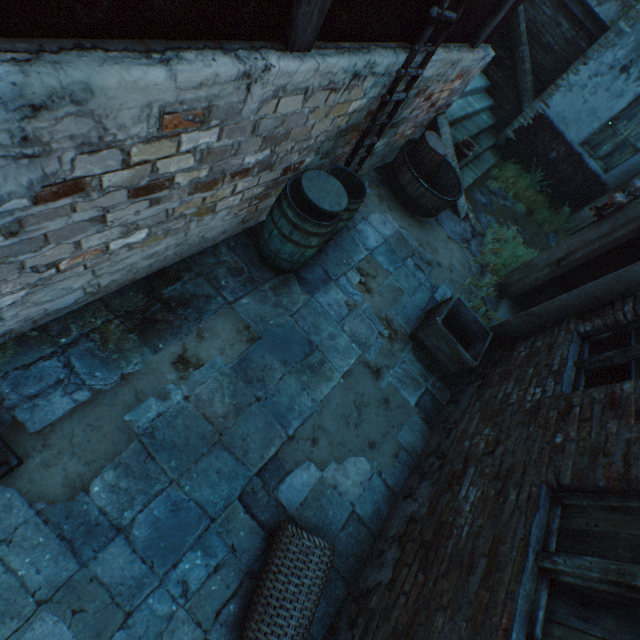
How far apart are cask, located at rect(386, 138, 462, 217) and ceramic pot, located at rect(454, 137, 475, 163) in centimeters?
56cm

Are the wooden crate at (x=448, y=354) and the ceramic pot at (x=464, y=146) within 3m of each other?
no

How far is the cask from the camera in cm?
539

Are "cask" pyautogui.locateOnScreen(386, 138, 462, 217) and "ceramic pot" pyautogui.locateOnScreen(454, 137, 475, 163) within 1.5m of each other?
yes

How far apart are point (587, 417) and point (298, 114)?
3.36m

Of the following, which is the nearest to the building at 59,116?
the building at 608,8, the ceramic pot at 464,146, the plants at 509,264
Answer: the plants at 509,264

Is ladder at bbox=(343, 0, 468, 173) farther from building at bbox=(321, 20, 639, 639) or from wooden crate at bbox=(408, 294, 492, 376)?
wooden crate at bbox=(408, 294, 492, 376)

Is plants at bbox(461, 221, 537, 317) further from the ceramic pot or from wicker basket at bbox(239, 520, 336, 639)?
wicker basket at bbox(239, 520, 336, 639)
